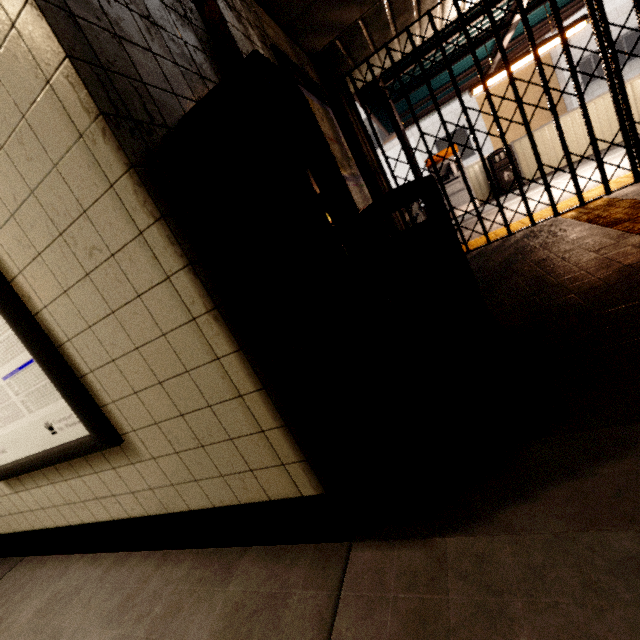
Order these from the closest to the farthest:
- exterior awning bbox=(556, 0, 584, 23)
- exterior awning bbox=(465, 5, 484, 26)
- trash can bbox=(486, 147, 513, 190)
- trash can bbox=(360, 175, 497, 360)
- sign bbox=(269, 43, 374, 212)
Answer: trash can bbox=(360, 175, 497, 360) < sign bbox=(269, 43, 374, 212) < exterior awning bbox=(465, 5, 484, 26) < exterior awning bbox=(556, 0, 584, 23) < trash can bbox=(486, 147, 513, 190)

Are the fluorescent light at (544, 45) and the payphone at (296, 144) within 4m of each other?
no

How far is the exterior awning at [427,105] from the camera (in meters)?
6.66

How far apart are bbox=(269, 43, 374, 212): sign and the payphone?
1.19m

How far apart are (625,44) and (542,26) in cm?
987

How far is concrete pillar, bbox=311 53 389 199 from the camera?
3.7m

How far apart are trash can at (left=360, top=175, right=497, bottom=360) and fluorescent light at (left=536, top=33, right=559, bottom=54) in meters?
5.6 m

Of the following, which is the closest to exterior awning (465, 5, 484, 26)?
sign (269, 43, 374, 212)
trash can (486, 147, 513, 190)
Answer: trash can (486, 147, 513, 190)
